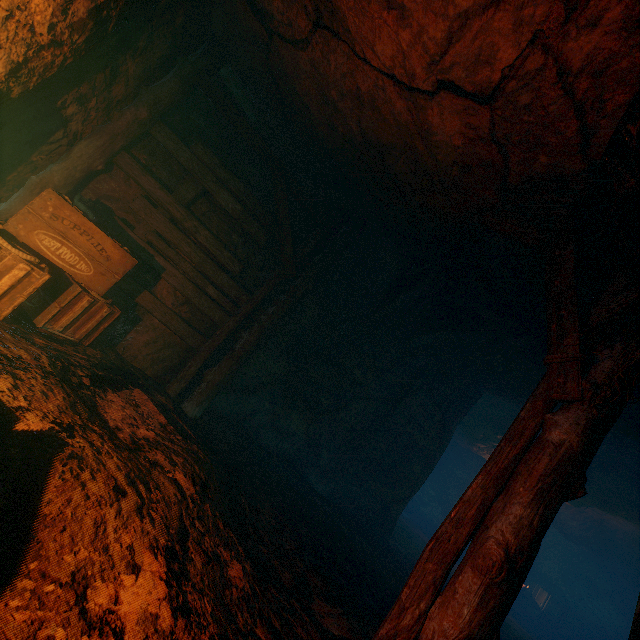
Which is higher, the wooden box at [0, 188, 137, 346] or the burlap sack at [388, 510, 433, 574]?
the wooden box at [0, 188, 137, 346]

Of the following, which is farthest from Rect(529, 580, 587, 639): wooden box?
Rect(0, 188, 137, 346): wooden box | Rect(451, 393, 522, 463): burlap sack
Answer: Rect(0, 188, 137, 346): wooden box

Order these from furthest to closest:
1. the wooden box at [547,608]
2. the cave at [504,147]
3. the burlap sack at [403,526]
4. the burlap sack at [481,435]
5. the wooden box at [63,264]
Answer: the wooden box at [547,608], the burlap sack at [481,435], the burlap sack at [403,526], the wooden box at [63,264], the cave at [504,147]

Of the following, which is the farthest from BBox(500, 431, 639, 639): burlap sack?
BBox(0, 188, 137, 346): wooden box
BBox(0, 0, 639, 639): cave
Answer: BBox(0, 188, 137, 346): wooden box

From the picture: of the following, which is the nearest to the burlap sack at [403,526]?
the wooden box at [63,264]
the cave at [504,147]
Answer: the cave at [504,147]

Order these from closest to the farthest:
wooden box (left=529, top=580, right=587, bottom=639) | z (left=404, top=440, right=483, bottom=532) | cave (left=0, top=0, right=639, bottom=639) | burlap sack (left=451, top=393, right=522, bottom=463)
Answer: cave (left=0, top=0, right=639, bottom=639) < burlap sack (left=451, top=393, right=522, bottom=463) < wooden box (left=529, top=580, right=587, bottom=639) < z (left=404, top=440, right=483, bottom=532)

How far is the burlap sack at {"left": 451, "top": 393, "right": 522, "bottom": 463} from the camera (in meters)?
10.40

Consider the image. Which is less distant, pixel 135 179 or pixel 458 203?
pixel 458 203
